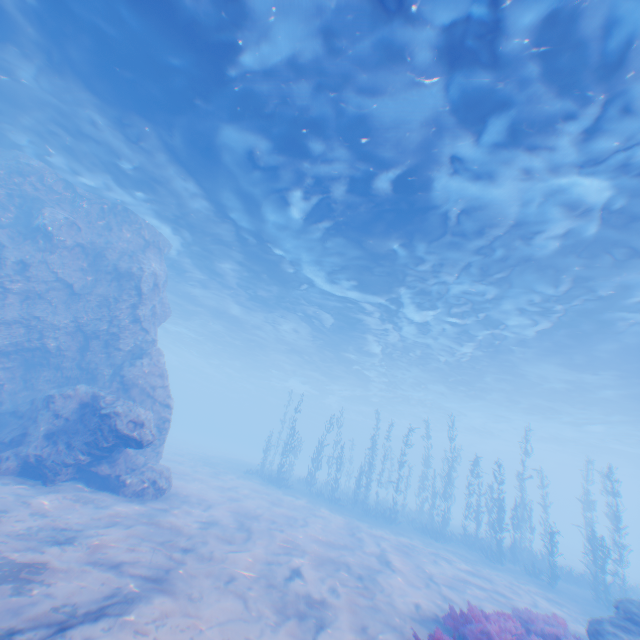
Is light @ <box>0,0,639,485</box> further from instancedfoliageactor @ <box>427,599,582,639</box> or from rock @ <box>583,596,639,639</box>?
instancedfoliageactor @ <box>427,599,582,639</box>

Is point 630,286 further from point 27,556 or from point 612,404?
point 27,556

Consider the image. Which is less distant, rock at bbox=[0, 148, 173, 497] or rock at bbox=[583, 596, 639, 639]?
rock at bbox=[583, 596, 639, 639]

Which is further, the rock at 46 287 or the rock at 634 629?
the rock at 46 287

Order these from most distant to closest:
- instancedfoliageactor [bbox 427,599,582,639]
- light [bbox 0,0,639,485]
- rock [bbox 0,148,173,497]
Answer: rock [bbox 0,148,173,497] < light [bbox 0,0,639,485] < instancedfoliageactor [bbox 427,599,582,639]

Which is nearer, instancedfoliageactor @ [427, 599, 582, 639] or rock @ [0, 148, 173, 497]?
instancedfoliageactor @ [427, 599, 582, 639]

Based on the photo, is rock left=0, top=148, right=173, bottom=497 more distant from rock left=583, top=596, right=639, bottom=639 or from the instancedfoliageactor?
the instancedfoliageactor

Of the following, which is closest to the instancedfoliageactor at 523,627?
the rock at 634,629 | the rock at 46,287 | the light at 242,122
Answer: the rock at 634,629
